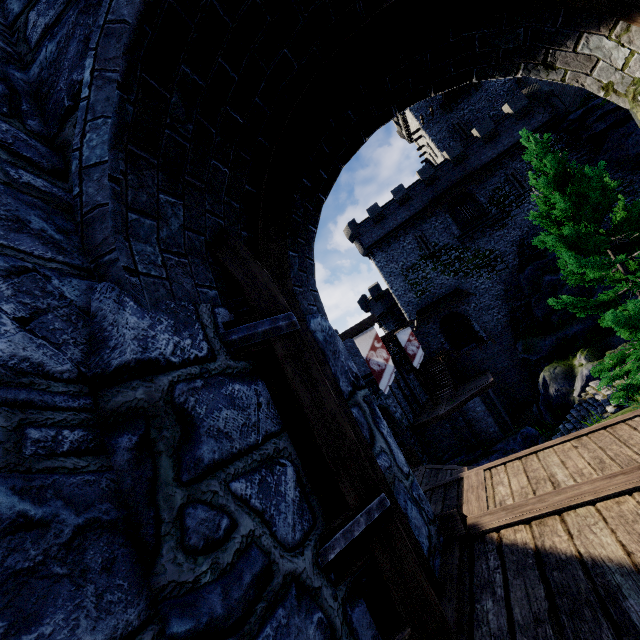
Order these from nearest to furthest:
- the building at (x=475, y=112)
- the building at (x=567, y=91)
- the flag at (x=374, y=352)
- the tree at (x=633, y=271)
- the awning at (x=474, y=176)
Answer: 1. the tree at (x=633, y=271)
2. the flag at (x=374, y=352)
3. the building at (x=567, y=91)
4. the awning at (x=474, y=176)
5. the building at (x=475, y=112)

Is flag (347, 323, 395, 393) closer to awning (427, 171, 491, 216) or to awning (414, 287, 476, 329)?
awning (414, 287, 476, 329)

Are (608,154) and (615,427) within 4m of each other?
no

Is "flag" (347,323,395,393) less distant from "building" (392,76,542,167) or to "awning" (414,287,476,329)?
"awning" (414,287,476,329)

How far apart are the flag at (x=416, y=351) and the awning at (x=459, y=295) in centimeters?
866cm

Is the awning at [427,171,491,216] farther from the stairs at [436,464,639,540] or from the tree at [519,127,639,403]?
the stairs at [436,464,639,540]

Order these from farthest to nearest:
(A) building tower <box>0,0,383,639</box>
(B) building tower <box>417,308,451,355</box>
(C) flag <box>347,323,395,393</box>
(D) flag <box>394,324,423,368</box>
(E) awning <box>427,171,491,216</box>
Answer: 1. (B) building tower <box>417,308,451,355</box>
2. (E) awning <box>427,171,491,216</box>
3. (D) flag <box>394,324,423,368</box>
4. (C) flag <box>347,323,395,393</box>
5. (A) building tower <box>0,0,383,639</box>

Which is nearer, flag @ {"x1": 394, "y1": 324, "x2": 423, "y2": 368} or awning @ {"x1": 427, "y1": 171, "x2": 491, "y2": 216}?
flag @ {"x1": 394, "y1": 324, "x2": 423, "y2": 368}
